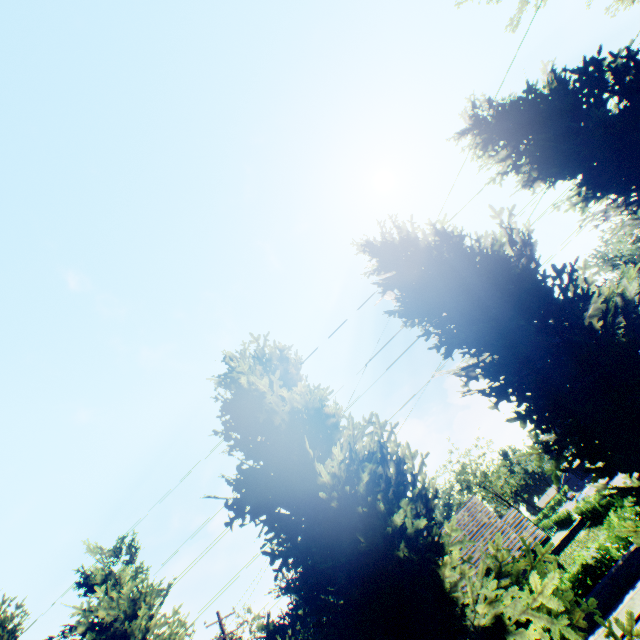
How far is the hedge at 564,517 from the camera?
49.8 meters

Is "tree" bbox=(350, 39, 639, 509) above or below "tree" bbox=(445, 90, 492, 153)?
below

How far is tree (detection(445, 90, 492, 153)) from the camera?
10.2 meters

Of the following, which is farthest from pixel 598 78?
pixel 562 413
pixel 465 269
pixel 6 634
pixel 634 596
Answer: pixel 6 634

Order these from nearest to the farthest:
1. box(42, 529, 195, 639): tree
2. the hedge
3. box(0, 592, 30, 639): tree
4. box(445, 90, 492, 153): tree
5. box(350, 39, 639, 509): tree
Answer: box(350, 39, 639, 509): tree
box(42, 529, 195, 639): tree
box(0, 592, 30, 639): tree
box(445, 90, 492, 153): tree
the hedge

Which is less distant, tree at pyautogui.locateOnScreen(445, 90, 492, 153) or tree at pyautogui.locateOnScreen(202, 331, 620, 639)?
tree at pyautogui.locateOnScreen(202, 331, 620, 639)

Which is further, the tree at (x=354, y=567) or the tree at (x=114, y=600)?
the tree at (x=114, y=600)
